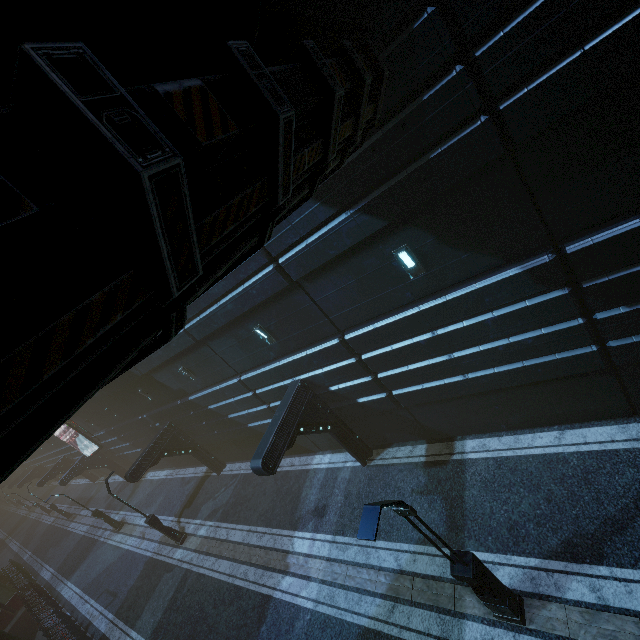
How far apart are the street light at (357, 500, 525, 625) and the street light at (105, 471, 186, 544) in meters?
16.7

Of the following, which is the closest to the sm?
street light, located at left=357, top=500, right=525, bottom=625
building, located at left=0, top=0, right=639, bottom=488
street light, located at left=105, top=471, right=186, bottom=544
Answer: building, located at left=0, top=0, right=639, bottom=488

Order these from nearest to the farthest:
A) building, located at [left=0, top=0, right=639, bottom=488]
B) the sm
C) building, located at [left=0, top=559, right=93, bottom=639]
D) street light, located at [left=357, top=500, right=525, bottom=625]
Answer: building, located at [left=0, top=0, right=639, bottom=488] < street light, located at [left=357, top=500, right=525, bottom=625] < building, located at [left=0, top=559, right=93, bottom=639] < the sm

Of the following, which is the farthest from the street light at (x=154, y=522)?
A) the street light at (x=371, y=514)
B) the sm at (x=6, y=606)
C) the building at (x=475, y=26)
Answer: the sm at (x=6, y=606)

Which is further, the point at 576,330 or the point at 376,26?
the point at 576,330

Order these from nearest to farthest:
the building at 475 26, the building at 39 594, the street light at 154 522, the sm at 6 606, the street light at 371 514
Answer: the building at 475 26, the street light at 371 514, the street light at 154 522, the building at 39 594, the sm at 6 606

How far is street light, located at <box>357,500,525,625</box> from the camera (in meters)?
5.26
